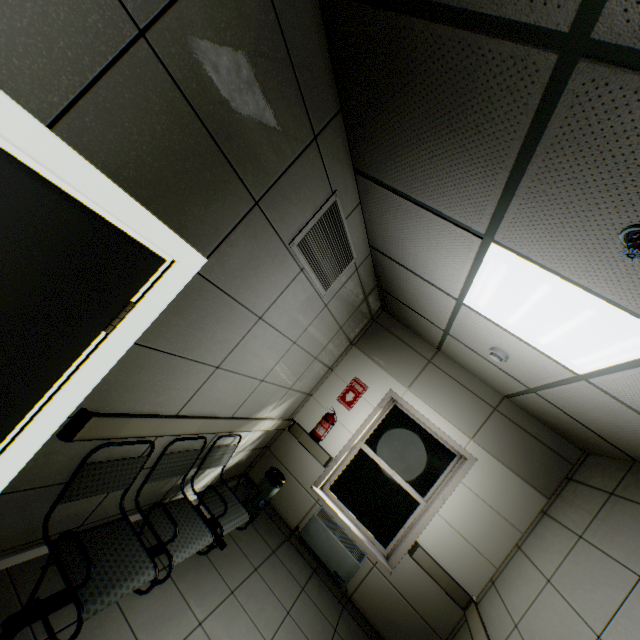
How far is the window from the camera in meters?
4.2 m

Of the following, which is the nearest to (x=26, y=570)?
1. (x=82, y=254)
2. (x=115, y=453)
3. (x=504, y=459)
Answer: (x=115, y=453)

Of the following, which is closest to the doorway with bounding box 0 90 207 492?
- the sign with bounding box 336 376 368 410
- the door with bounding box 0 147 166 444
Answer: the door with bounding box 0 147 166 444

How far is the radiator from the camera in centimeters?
394cm

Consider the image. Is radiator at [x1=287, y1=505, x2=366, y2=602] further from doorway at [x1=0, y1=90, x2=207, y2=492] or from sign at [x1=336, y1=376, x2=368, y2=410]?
doorway at [x1=0, y1=90, x2=207, y2=492]

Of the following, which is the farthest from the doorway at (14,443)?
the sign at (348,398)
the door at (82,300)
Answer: the sign at (348,398)

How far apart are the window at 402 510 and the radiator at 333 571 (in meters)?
0.14

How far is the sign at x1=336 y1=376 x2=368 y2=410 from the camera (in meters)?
4.64
